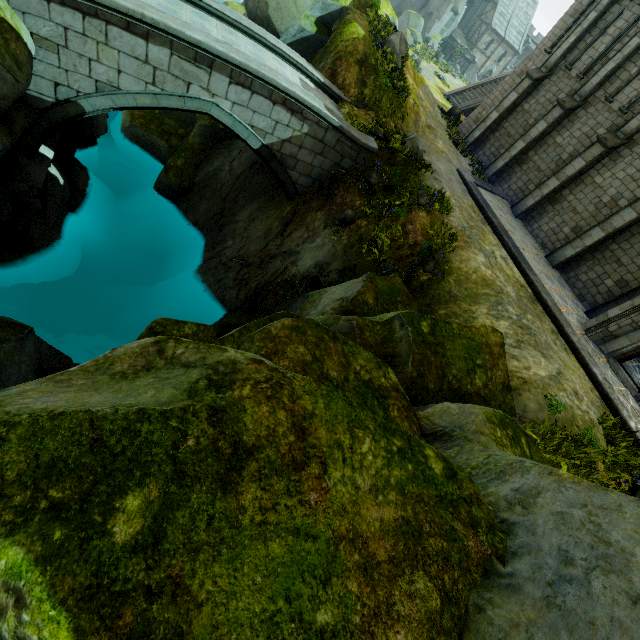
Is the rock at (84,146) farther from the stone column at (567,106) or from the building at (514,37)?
the stone column at (567,106)

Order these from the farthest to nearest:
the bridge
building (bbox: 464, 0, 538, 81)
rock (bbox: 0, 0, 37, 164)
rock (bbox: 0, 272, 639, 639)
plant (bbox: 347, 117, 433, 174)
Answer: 1. building (bbox: 464, 0, 538, 81)
2. plant (bbox: 347, 117, 433, 174)
3. the bridge
4. rock (bbox: 0, 0, 37, 164)
5. rock (bbox: 0, 272, 639, 639)

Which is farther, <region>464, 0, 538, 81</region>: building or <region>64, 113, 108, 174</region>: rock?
<region>464, 0, 538, 81</region>: building

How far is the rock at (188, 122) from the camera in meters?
15.8 m

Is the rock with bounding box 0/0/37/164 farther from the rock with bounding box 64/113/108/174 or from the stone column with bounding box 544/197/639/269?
the stone column with bounding box 544/197/639/269

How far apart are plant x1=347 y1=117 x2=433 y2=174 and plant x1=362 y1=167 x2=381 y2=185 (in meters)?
1.05

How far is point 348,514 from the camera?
2.8 meters

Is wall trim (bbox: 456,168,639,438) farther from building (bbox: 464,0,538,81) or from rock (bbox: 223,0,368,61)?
building (bbox: 464,0,538,81)
